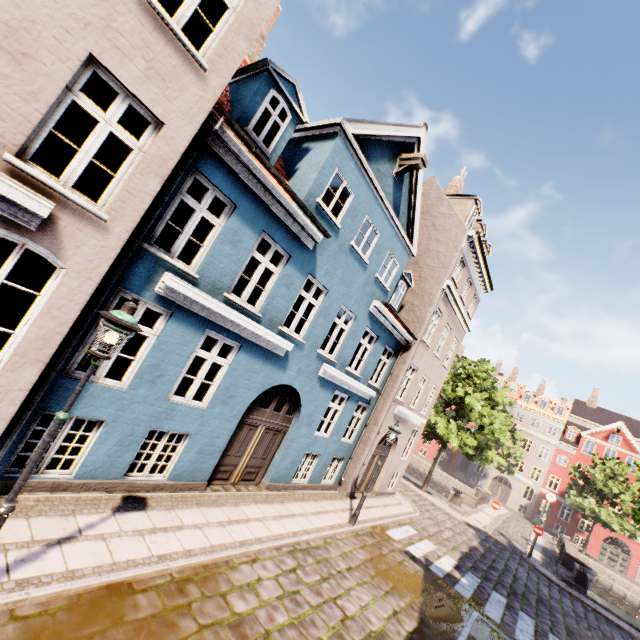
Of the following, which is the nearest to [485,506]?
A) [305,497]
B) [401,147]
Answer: [305,497]

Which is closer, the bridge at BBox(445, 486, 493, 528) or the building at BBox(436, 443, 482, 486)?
the bridge at BBox(445, 486, 493, 528)

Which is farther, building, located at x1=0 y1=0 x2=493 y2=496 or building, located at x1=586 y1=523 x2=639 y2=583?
building, located at x1=586 y1=523 x2=639 y2=583

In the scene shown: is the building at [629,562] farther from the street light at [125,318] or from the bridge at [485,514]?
the bridge at [485,514]

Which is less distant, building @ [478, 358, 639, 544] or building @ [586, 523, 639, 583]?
building @ [586, 523, 639, 583]

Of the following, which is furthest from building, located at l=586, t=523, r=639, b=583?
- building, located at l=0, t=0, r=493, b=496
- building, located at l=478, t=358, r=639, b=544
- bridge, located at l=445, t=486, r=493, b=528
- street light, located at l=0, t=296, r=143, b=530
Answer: building, located at l=478, t=358, r=639, b=544

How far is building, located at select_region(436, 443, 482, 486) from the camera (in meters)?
46.09

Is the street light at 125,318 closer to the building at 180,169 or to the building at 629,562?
the building at 180,169
